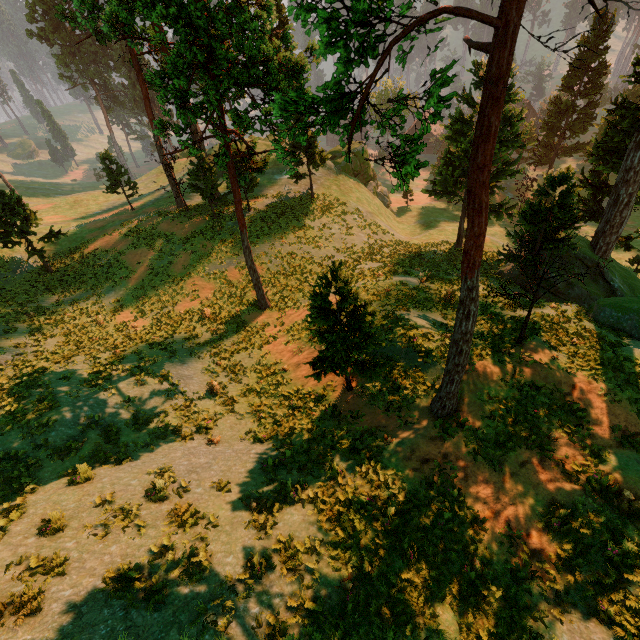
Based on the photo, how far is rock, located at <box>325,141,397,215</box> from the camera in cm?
4169

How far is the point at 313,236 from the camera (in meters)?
30.45

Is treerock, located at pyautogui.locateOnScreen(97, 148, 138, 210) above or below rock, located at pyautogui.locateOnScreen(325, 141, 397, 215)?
above

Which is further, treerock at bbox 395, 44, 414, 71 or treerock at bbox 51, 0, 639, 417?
treerock at bbox 395, 44, 414, 71

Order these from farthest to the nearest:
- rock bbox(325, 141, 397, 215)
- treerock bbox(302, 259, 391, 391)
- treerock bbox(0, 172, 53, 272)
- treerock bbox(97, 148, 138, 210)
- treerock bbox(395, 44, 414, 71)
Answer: rock bbox(325, 141, 397, 215), treerock bbox(97, 148, 138, 210), treerock bbox(0, 172, 53, 272), treerock bbox(302, 259, 391, 391), treerock bbox(395, 44, 414, 71)

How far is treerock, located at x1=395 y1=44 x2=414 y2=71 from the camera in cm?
639

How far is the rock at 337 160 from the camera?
41.69m

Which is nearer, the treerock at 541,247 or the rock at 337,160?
the treerock at 541,247
